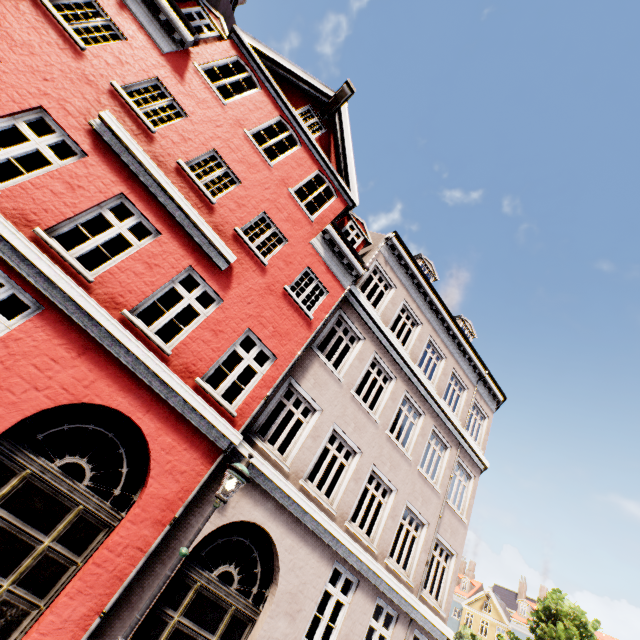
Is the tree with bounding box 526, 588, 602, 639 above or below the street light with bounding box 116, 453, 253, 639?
above

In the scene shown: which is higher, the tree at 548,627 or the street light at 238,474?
the tree at 548,627

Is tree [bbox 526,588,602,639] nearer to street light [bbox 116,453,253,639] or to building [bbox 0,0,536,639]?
building [bbox 0,0,536,639]

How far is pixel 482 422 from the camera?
14.9 meters

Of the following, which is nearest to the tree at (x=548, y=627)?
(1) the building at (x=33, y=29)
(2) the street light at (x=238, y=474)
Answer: (1) the building at (x=33, y=29)

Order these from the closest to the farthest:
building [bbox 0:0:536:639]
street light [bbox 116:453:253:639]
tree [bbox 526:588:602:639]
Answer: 1. street light [bbox 116:453:253:639]
2. building [bbox 0:0:536:639]
3. tree [bbox 526:588:602:639]

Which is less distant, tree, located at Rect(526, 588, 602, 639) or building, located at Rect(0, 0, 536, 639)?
building, located at Rect(0, 0, 536, 639)
